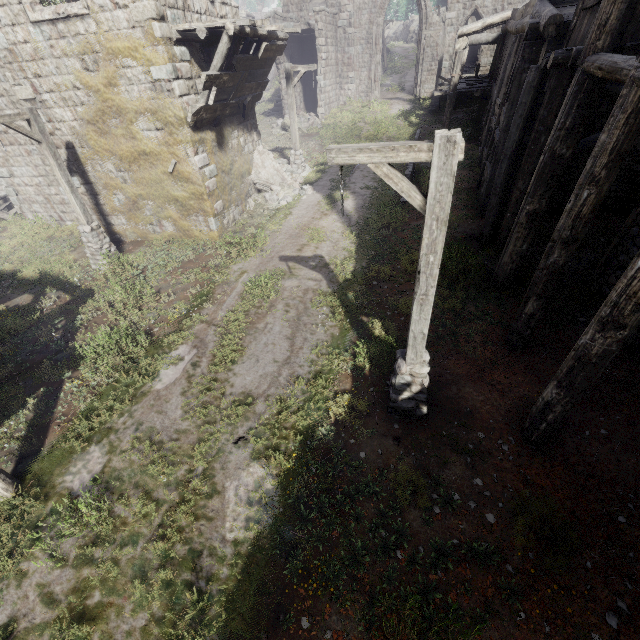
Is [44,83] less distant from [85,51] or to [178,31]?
[85,51]

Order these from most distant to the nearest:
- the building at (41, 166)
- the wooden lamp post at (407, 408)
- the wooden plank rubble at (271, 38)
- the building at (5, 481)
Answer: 1. the building at (41, 166)
2. the wooden plank rubble at (271, 38)
3. the building at (5, 481)
4. the wooden lamp post at (407, 408)

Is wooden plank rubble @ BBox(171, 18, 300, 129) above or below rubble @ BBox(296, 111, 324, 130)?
above

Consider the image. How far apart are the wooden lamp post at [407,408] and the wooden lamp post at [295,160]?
13.15m

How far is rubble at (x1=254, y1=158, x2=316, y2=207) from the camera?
14.86m

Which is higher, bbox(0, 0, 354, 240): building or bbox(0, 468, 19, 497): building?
bbox(0, 0, 354, 240): building

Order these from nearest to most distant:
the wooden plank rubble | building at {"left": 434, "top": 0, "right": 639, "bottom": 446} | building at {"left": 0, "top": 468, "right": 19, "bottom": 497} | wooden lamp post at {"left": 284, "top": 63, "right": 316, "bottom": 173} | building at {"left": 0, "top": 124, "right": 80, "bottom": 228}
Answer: building at {"left": 434, "top": 0, "right": 639, "bottom": 446}
building at {"left": 0, "top": 468, "right": 19, "bottom": 497}
the wooden plank rubble
building at {"left": 0, "top": 124, "right": 80, "bottom": 228}
wooden lamp post at {"left": 284, "top": 63, "right": 316, "bottom": 173}

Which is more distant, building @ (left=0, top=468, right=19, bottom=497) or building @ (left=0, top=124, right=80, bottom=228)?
building @ (left=0, top=124, right=80, bottom=228)
